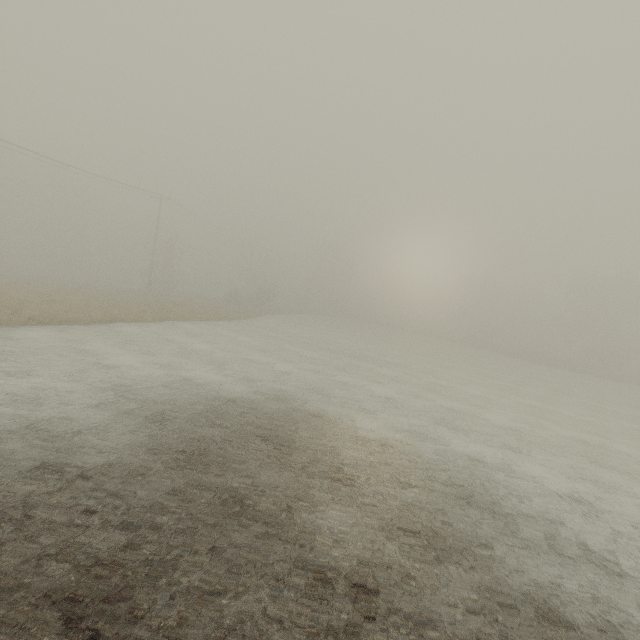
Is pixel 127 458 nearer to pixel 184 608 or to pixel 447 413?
pixel 184 608
